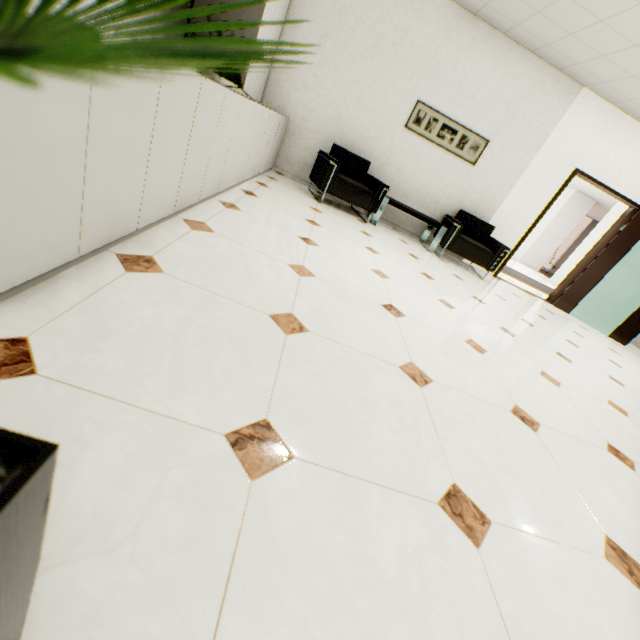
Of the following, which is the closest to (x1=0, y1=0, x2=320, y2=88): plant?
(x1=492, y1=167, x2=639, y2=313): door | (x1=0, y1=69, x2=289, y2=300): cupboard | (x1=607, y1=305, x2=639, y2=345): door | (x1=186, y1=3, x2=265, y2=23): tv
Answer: (x1=0, y1=69, x2=289, y2=300): cupboard

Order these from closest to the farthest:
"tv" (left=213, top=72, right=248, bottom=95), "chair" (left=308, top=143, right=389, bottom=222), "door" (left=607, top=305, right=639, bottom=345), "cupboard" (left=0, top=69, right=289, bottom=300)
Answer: "cupboard" (left=0, top=69, right=289, bottom=300)
"tv" (left=213, top=72, right=248, bottom=95)
"chair" (left=308, top=143, right=389, bottom=222)
"door" (left=607, top=305, right=639, bottom=345)

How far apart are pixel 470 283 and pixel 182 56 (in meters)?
5.05

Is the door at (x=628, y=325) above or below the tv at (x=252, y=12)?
below

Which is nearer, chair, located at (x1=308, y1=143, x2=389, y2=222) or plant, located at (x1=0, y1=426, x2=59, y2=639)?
plant, located at (x1=0, y1=426, x2=59, y2=639)

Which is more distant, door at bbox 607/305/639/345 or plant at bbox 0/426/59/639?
door at bbox 607/305/639/345

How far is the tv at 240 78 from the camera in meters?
2.5

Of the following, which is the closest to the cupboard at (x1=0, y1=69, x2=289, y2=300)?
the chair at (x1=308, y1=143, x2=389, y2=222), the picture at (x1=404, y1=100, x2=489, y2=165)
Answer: the chair at (x1=308, y1=143, x2=389, y2=222)
